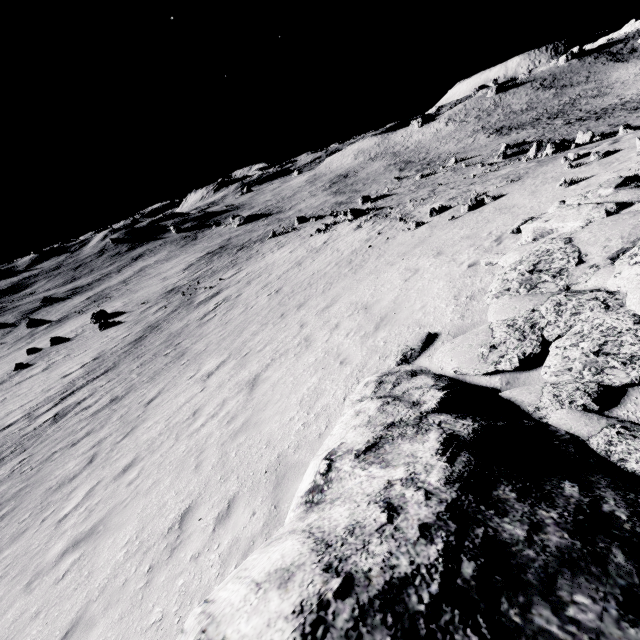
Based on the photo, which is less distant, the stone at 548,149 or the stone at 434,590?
the stone at 434,590

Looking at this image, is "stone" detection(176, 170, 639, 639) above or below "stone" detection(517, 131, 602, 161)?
above

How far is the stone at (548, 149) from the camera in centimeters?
2509cm

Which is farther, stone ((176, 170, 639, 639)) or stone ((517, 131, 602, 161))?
stone ((517, 131, 602, 161))

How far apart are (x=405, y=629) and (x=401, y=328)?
6.25m

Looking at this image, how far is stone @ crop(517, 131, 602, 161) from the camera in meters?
25.1
